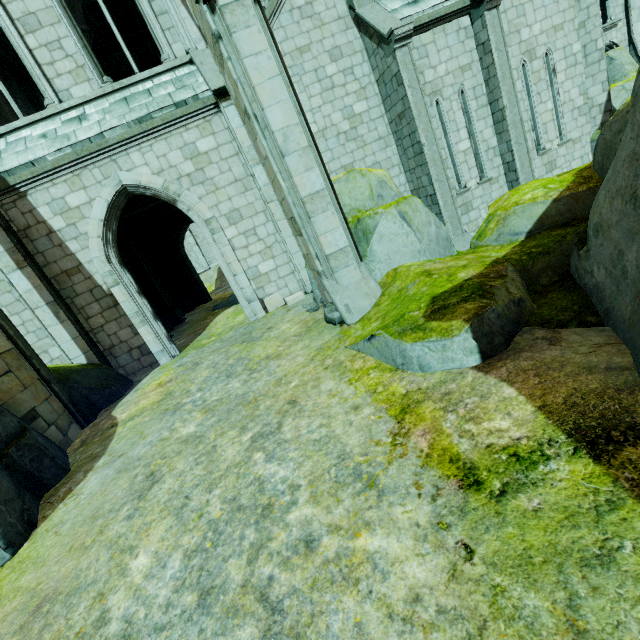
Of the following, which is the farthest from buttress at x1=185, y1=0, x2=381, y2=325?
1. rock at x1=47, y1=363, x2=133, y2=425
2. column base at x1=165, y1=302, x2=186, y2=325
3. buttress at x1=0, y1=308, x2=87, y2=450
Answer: column base at x1=165, y1=302, x2=186, y2=325

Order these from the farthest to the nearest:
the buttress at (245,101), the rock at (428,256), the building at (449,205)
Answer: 1. the building at (449,205)
2. the buttress at (245,101)
3. the rock at (428,256)

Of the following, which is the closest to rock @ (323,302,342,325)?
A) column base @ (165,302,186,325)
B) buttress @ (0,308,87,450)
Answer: buttress @ (0,308,87,450)

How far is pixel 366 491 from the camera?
2.6m

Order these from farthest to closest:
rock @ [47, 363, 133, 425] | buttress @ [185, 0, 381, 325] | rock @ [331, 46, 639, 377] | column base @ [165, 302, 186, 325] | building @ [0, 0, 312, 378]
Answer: column base @ [165, 302, 186, 325]
building @ [0, 0, 312, 378]
rock @ [47, 363, 133, 425]
buttress @ [185, 0, 381, 325]
rock @ [331, 46, 639, 377]

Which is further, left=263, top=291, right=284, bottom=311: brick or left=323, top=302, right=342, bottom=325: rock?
left=263, top=291, right=284, bottom=311: brick

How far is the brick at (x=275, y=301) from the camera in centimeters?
1002cm

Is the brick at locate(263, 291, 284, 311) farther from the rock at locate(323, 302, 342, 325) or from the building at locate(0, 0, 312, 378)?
the rock at locate(323, 302, 342, 325)
